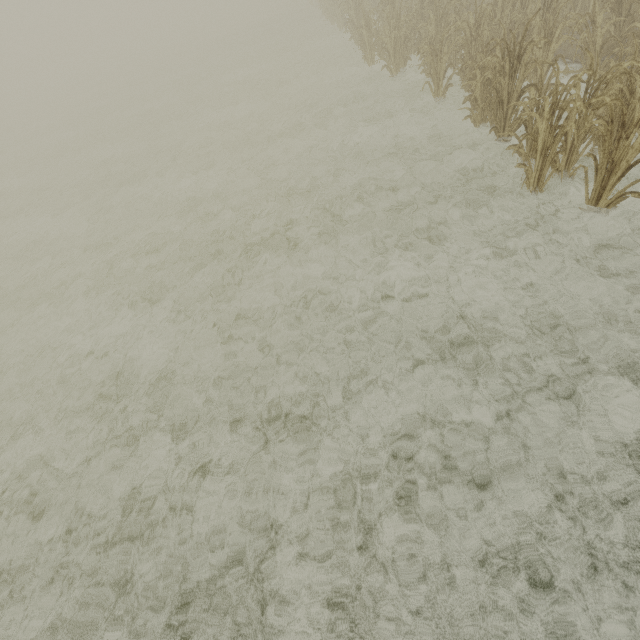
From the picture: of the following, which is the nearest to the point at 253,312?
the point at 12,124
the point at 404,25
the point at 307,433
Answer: the point at 307,433
